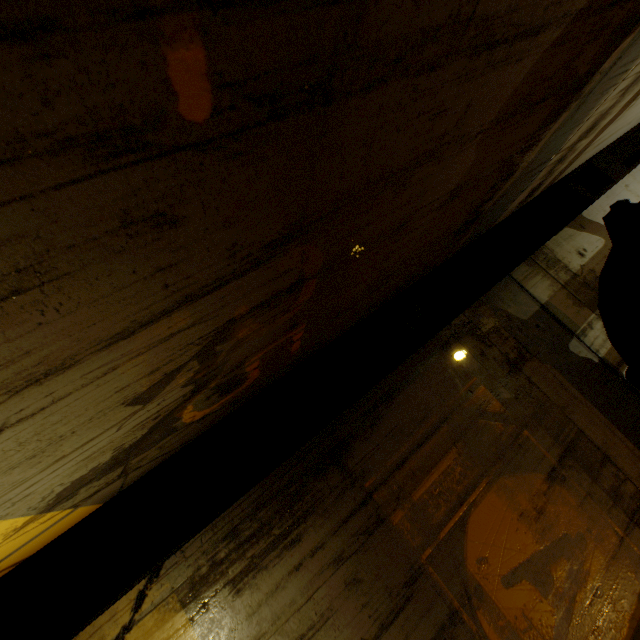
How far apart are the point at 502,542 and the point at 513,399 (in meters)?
1.14
